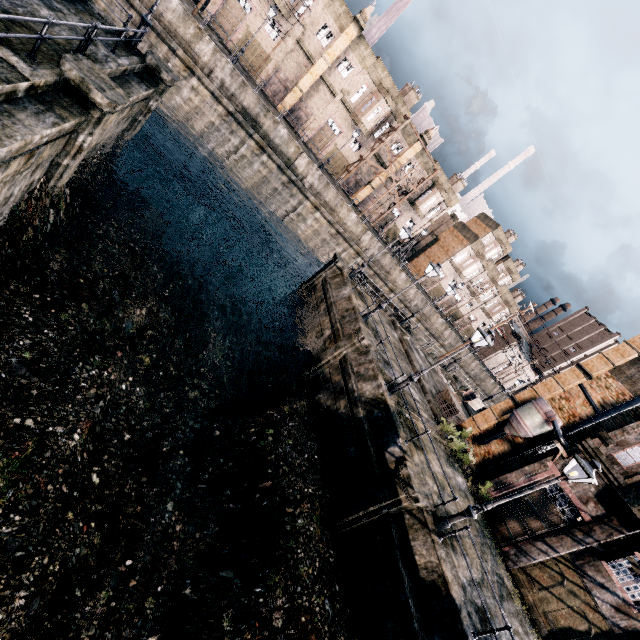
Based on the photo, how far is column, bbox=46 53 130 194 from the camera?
9.48m

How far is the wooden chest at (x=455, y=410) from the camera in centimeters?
2320cm

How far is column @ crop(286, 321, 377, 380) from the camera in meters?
18.7

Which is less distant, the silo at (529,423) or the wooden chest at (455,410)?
the silo at (529,423)

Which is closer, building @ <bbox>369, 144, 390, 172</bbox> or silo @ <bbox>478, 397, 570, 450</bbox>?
silo @ <bbox>478, 397, 570, 450</bbox>

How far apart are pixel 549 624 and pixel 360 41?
51.00m

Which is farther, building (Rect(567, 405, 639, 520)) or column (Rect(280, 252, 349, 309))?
column (Rect(280, 252, 349, 309))

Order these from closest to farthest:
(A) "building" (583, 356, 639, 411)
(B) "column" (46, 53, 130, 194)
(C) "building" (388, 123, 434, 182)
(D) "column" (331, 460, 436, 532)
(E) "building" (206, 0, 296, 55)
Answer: (B) "column" (46, 53, 130, 194) < (D) "column" (331, 460, 436, 532) < (A) "building" (583, 356, 639, 411) < (E) "building" (206, 0, 296, 55) < (C) "building" (388, 123, 434, 182)
